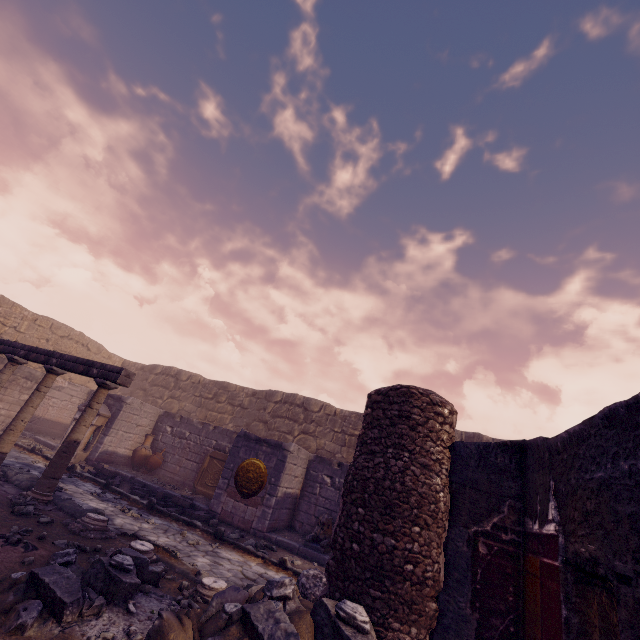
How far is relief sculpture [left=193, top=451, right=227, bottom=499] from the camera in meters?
11.1 m

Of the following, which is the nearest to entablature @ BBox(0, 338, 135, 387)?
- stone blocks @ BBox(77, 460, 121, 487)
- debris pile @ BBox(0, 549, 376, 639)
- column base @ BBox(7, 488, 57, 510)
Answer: column base @ BBox(7, 488, 57, 510)

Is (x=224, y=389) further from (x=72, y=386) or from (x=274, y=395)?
(x=72, y=386)

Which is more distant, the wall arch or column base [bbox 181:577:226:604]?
column base [bbox 181:577:226:604]

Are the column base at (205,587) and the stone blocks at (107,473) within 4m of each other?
no

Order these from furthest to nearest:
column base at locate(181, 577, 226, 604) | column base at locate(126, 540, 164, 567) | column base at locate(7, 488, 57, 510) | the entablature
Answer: the entablature, column base at locate(7, 488, 57, 510), column base at locate(126, 540, 164, 567), column base at locate(181, 577, 226, 604)

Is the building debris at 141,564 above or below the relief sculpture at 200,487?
below

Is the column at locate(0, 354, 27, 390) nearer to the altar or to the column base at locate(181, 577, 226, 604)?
the altar
